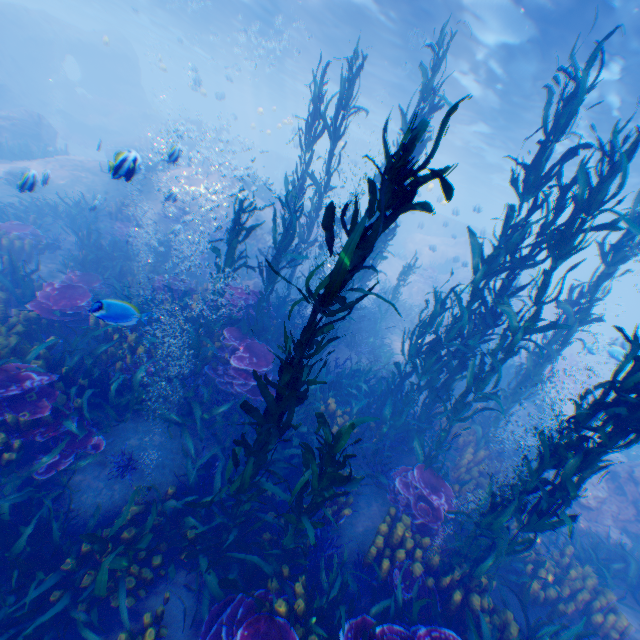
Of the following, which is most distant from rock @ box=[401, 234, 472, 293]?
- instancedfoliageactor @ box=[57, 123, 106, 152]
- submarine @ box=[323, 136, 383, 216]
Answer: instancedfoliageactor @ box=[57, 123, 106, 152]

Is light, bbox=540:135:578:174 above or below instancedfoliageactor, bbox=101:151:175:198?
above

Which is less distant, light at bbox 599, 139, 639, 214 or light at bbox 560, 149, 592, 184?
light at bbox 599, 139, 639, 214

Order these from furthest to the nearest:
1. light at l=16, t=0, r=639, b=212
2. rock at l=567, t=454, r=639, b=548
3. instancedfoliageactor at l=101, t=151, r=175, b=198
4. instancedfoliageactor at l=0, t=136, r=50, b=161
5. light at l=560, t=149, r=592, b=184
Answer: light at l=560, t=149, r=592, b=184, instancedfoliageactor at l=0, t=136, r=50, b=161, light at l=16, t=0, r=639, b=212, rock at l=567, t=454, r=639, b=548, instancedfoliageactor at l=101, t=151, r=175, b=198

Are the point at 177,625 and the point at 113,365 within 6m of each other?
yes

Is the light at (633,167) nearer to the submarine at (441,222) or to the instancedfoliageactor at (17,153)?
the submarine at (441,222)

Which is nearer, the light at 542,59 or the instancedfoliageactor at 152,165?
the instancedfoliageactor at 152,165

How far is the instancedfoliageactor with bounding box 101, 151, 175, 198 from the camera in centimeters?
519cm
